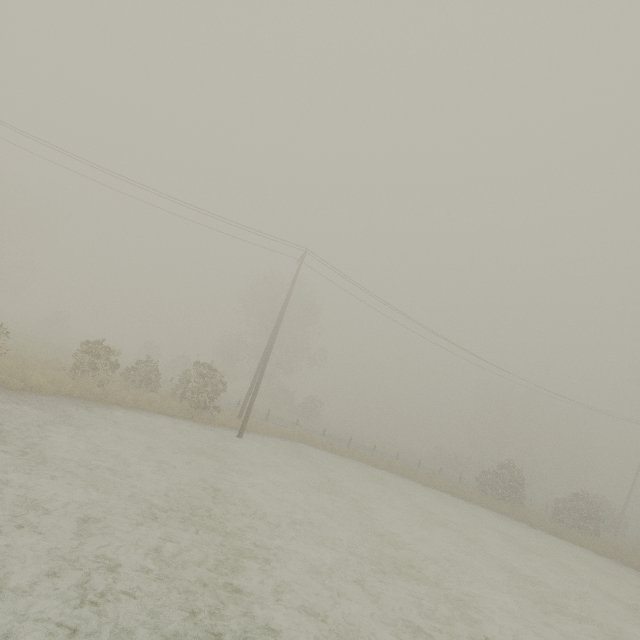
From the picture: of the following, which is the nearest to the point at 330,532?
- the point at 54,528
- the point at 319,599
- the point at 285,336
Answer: the point at 319,599
